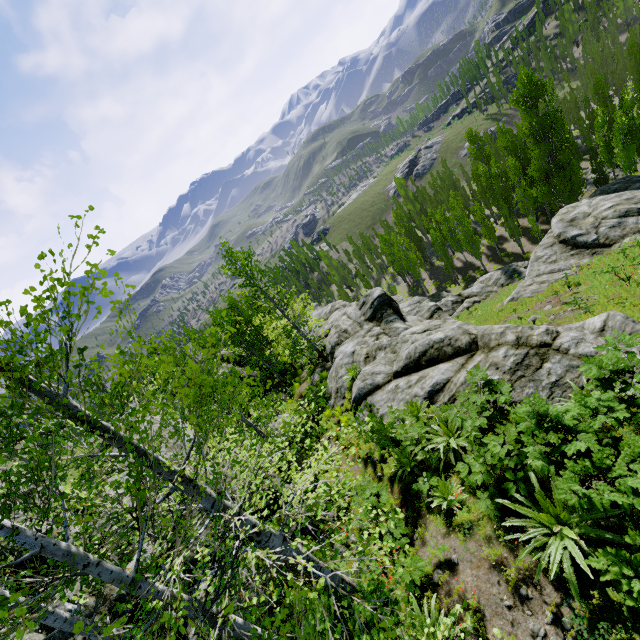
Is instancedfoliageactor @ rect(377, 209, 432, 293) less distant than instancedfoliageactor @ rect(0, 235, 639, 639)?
No

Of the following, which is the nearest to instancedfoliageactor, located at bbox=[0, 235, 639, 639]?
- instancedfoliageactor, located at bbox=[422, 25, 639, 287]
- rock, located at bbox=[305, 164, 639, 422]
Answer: rock, located at bbox=[305, 164, 639, 422]

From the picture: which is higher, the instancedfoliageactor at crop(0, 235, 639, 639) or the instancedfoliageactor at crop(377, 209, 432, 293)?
the instancedfoliageactor at crop(0, 235, 639, 639)

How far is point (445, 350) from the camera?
11.73m

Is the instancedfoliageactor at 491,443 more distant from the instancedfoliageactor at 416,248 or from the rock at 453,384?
the instancedfoliageactor at 416,248

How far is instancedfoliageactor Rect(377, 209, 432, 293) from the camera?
46.22m

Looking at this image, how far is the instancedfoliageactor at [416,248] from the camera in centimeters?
4622cm
